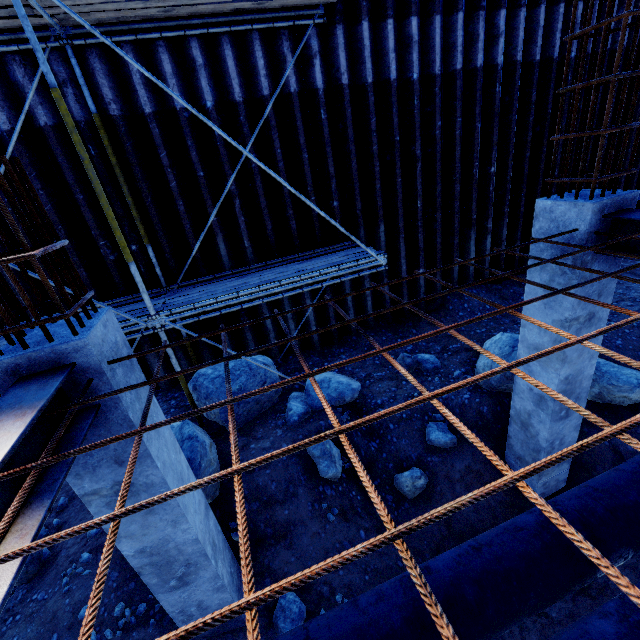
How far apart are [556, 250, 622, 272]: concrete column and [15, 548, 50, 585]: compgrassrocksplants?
6.9 meters

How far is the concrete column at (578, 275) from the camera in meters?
3.4

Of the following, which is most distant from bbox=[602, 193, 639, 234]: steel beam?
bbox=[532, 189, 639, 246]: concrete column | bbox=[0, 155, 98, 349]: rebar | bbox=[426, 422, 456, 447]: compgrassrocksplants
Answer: bbox=[0, 155, 98, 349]: rebar

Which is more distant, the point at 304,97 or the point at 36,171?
the point at 304,97

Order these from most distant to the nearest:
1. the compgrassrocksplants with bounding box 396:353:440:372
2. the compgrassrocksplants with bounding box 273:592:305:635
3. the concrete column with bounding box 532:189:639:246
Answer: the compgrassrocksplants with bounding box 396:353:440:372
the compgrassrocksplants with bounding box 273:592:305:635
the concrete column with bounding box 532:189:639:246

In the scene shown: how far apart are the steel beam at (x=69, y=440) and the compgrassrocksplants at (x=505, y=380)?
5.8 meters

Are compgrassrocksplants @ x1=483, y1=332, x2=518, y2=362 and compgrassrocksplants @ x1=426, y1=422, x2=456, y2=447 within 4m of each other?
yes

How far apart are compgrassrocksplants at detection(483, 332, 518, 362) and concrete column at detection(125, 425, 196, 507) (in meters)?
4.91
